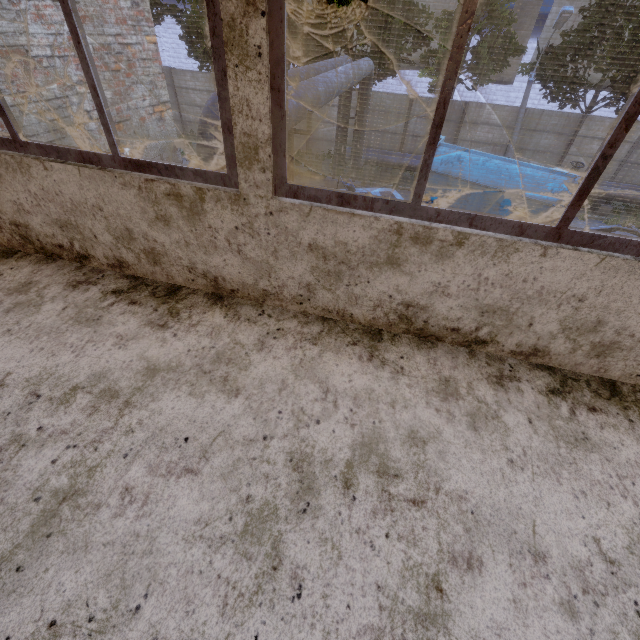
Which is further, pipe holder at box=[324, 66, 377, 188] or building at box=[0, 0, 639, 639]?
pipe holder at box=[324, 66, 377, 188]

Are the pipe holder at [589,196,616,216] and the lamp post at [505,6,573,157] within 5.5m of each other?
yes

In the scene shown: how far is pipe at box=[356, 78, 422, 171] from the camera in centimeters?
1423cm

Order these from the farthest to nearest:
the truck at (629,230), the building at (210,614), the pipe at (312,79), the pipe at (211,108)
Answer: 1. the truck at (629,230)
2. the pipe at (312,79)
3. the pipe at (211,108)
4. the building at (210,614)

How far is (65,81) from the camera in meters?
3.8

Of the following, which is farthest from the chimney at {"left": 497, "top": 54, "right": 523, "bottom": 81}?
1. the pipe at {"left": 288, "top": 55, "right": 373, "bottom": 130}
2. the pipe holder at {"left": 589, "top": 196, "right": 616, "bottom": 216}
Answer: the pipe at {"left": 288, "top": 55, "right": 373, "bottom": 130}

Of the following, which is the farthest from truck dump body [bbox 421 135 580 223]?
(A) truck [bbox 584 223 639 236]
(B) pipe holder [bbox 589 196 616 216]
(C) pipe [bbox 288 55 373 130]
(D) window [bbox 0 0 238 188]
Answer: (D) window [bbox 0 0 238 188]

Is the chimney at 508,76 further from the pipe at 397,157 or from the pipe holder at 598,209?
the pipe at 397,157
